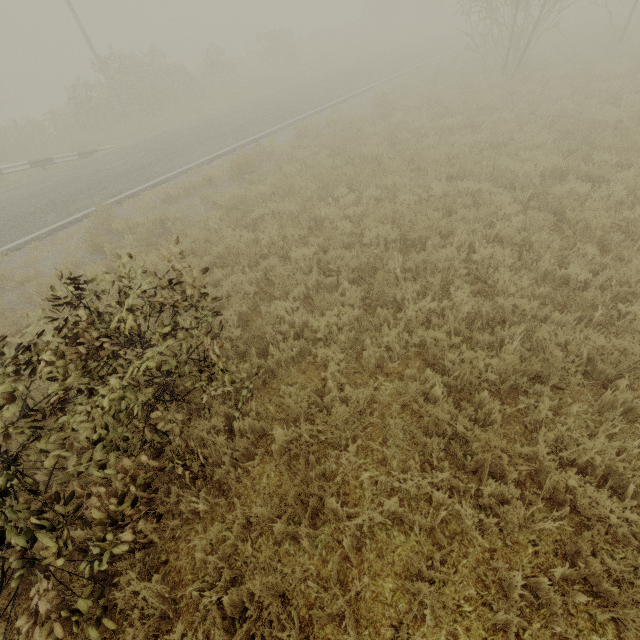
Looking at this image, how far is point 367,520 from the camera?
2.9m
